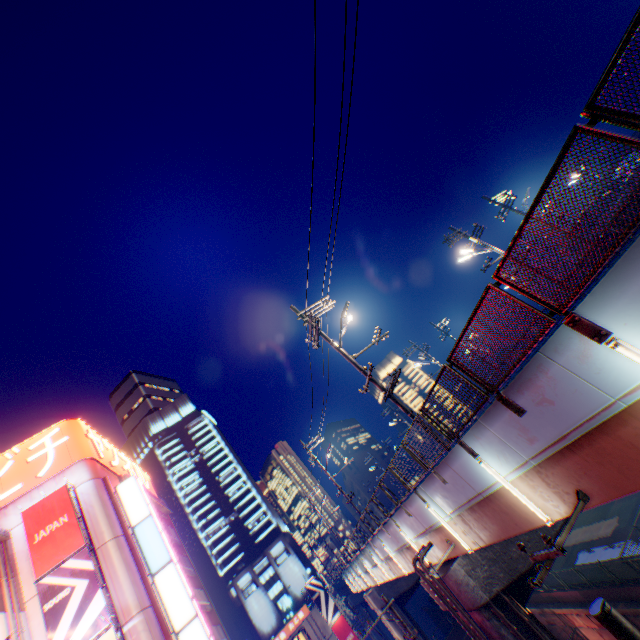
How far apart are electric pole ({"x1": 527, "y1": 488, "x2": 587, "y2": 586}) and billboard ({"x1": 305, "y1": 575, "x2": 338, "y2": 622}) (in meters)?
42.41

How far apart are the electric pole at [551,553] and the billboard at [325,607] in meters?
42.4 m

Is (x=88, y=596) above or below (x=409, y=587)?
above

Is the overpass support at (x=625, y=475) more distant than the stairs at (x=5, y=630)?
No

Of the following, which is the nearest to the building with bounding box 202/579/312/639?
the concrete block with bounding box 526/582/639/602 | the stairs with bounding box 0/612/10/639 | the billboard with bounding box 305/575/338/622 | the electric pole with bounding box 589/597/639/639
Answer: the concrete block with bounding box 526/582/639/602

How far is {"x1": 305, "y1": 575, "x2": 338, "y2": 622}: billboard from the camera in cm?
3721

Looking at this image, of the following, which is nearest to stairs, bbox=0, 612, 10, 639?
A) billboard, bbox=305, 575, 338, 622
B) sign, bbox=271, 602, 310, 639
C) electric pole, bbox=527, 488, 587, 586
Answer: electric pole, bbox=527, 488, 587, 586

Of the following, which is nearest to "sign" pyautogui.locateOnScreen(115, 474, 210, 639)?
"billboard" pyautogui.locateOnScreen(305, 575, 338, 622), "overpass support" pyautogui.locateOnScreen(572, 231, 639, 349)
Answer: "overpass support" pyautogui.locateOnScreen(572, 231, 639, 349)
